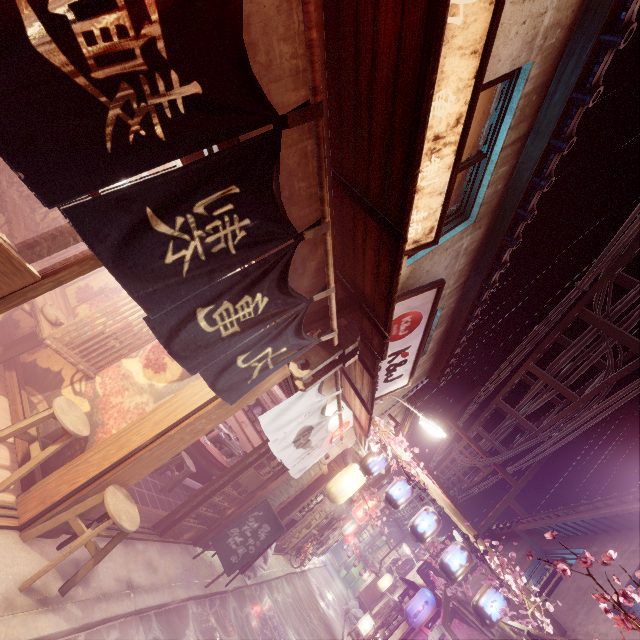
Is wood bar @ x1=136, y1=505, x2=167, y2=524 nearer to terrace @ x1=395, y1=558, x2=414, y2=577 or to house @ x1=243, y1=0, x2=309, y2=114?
house @ x1=243, y1=0, x2=309, y2=114

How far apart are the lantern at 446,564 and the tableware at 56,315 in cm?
1388

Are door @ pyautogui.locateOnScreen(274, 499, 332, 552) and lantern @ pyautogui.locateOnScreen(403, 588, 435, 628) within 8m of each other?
yes

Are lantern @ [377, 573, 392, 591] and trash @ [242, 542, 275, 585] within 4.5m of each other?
no

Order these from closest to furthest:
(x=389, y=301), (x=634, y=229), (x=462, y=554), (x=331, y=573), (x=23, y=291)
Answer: (x=23, y=291) → (x=389, y=301) → (x=634, y=229) → (x=462, y=554) → (x=331, y=573)

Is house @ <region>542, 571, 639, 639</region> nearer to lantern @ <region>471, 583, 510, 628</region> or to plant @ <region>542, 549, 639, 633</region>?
plant @ <region>542, 549, 639, 633</region>

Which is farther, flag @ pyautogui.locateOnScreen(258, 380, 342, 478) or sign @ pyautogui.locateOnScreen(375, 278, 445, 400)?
sign @ pyautogui.locateOnScreen(375, 278, 445, 400)

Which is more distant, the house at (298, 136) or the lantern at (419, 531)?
the lantern at (419, 531)
